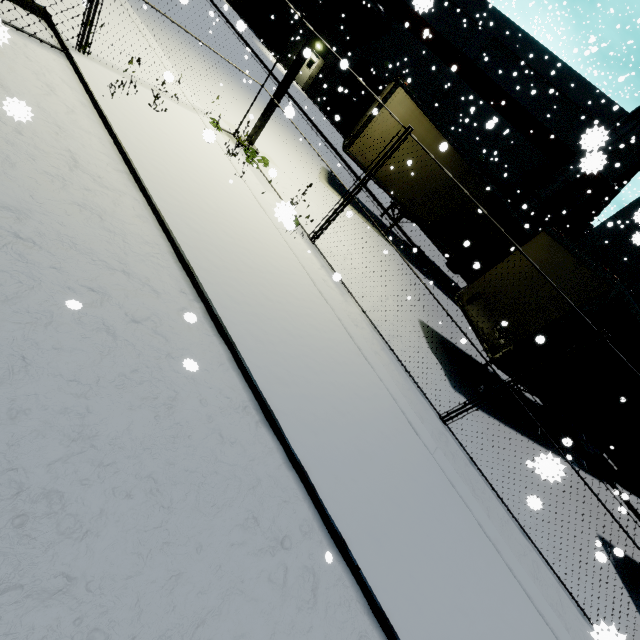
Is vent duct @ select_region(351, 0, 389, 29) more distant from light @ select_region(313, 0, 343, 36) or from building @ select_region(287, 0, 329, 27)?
light @ select_region(313, 0, 343, 36)

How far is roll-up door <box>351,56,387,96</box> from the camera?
23.7 meters

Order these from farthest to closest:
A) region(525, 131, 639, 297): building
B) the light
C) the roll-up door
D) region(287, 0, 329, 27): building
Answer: region(287, 0, 329, 27): building → the roll-up door → region(525, 131, 639, 297): building → the light

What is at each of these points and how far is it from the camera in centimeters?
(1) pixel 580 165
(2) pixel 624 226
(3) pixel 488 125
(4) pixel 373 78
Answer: (1) vent duct, 268cm
(2) building, 1664cm
(3) building, 526cm
(4) roll-up door, 2403cm

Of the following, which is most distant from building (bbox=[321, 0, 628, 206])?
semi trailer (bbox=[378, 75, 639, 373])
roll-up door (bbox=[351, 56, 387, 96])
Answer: semi trailer (bbox=[378, 75, 639, 373])

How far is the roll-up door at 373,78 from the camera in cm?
2370

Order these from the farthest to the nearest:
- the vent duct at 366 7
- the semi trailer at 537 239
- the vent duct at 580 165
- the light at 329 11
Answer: the vent duct at 366 7
the light at 329 11
the semi trailer at 537 239
the vent duct at 580 165
